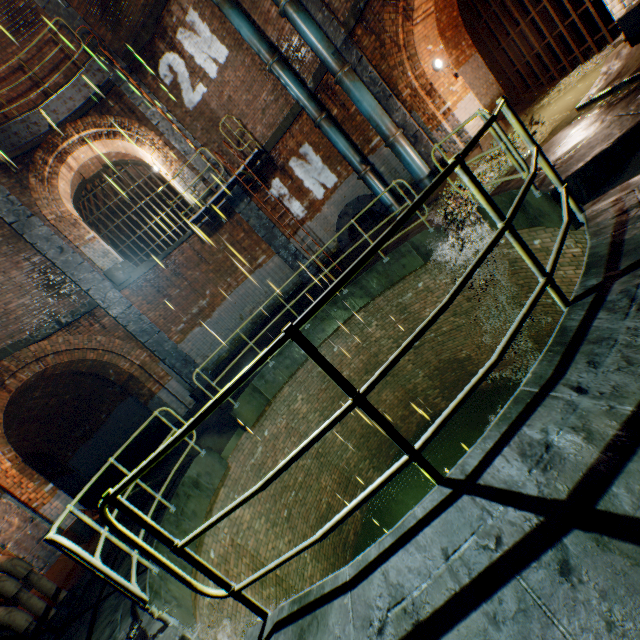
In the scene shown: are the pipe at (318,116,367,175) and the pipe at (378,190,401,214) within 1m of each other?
yes

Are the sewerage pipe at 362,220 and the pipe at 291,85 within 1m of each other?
no

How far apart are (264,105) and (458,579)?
12.3 meters

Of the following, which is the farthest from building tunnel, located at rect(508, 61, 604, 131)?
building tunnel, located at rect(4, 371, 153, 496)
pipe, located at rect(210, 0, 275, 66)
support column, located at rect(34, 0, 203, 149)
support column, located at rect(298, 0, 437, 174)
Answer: building tunnel, located at rect(4, 371, 153, 496)

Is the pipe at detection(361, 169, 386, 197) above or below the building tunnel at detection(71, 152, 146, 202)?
below

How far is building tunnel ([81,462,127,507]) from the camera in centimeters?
1373cm

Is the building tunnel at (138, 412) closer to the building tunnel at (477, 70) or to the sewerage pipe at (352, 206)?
the sewerage pipe at (352, 206)

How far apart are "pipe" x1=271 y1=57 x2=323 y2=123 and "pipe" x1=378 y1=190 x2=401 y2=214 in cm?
210
